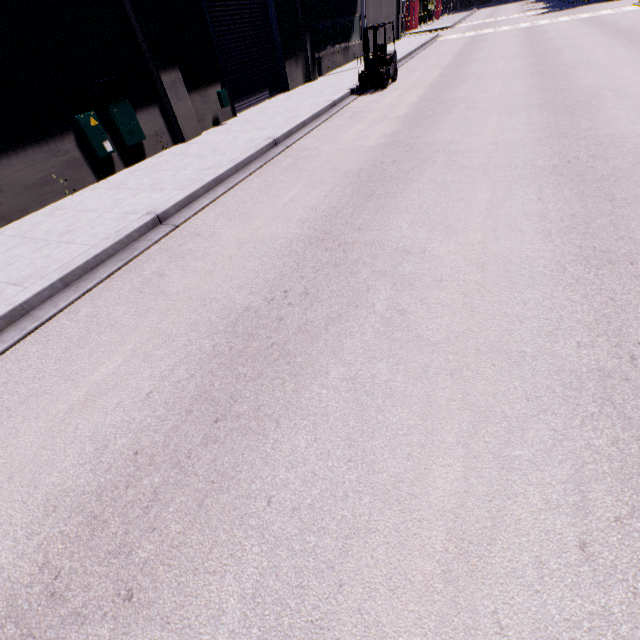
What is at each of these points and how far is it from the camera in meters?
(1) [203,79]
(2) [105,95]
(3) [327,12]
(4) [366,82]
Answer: (1) building, 11.7
(2) electrical box, 8.6
(3) building, 19.0
(4) forklift, 14.5

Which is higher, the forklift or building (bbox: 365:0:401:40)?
building (bbox: 365:0:401:40)

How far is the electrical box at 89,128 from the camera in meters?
8.3

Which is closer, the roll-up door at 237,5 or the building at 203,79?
the building at 203,79

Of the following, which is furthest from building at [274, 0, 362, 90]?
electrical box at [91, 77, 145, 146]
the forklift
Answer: the forklift

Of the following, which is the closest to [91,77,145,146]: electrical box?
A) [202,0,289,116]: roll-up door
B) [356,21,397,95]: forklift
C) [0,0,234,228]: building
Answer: [0,0,234,228]: building

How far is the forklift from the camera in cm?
1349

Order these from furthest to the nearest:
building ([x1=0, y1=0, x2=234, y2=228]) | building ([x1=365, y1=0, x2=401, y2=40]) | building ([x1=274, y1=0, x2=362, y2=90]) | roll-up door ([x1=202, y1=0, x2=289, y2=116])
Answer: building ([x1=365, y1=0, x2=401, y2=40]) → building ([x1=274, y1=0, x2=362, y2=90]) → roll-up door ([x1=202, y1=0, x2=289, y2=116]) → building ([x1=0, y1=0, x2=234, y2=228])
